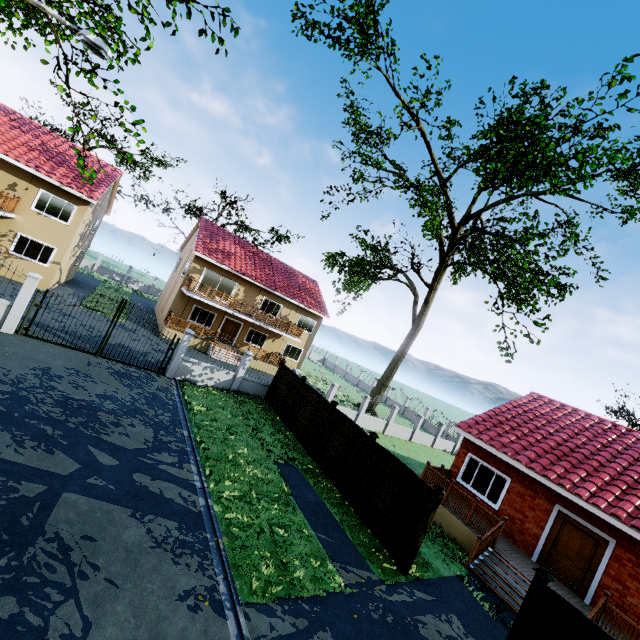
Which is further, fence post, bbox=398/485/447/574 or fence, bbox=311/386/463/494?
fence, bbox=311/386/463/494

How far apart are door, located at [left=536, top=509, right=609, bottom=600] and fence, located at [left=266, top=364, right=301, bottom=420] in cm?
1134

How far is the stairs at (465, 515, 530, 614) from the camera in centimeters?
970cm

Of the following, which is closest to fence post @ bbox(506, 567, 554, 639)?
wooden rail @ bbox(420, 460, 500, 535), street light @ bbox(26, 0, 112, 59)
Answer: wooden rail @ bbox(420, 460, 500, 535)

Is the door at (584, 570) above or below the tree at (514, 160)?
below

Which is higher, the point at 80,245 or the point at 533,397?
the point at 533,397

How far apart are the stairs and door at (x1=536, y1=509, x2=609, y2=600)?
2.0m
